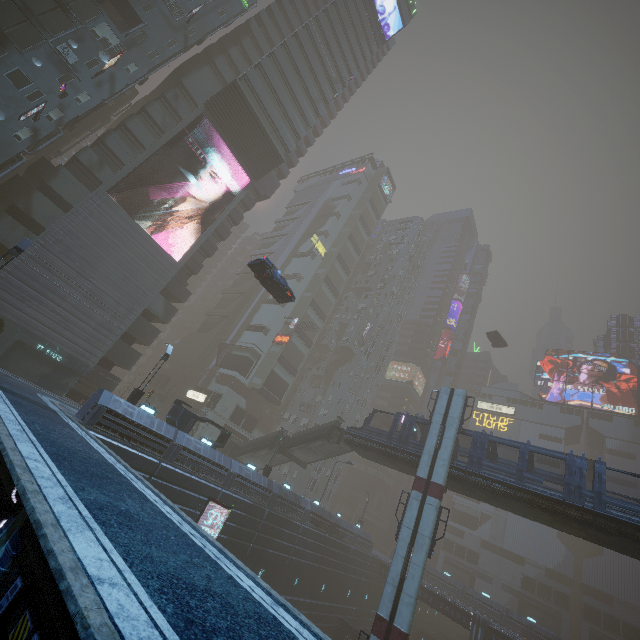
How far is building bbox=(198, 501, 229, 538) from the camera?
23.7m

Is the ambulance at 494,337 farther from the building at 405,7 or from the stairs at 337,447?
the stairs at 337,447

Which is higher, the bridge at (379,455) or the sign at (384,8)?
the sign at (384,8)

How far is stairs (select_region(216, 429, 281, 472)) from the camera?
36.3m

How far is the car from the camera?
22.94m

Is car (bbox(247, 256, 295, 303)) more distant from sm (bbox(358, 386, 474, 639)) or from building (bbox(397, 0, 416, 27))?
sm (bbox(358, 386, 474, 639))

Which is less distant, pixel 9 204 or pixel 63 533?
pixel 63 533

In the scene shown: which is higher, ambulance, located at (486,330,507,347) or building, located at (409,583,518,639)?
ambulance, located at (486,330,507,347)
